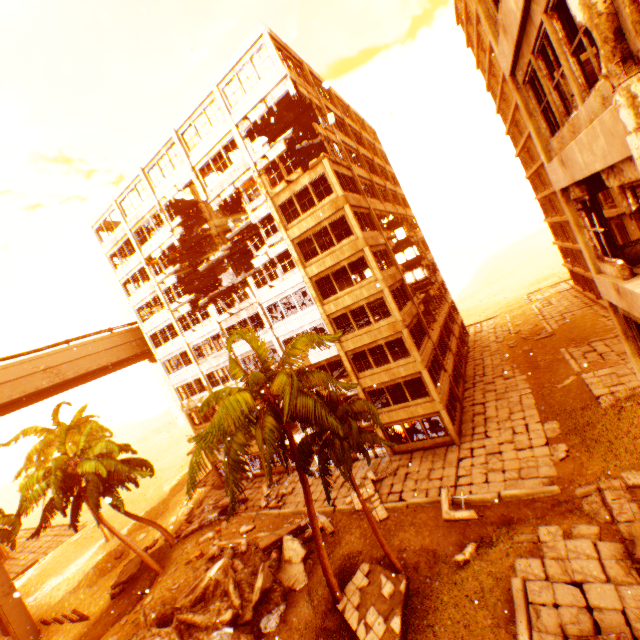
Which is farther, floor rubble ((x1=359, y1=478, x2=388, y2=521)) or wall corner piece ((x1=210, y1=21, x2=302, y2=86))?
wall corner piece ((x1=210, y1=21, x2=302, y2=86))

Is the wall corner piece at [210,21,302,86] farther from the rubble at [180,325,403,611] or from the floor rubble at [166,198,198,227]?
the rubble at [180,325,403,611]

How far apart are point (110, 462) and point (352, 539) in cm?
1879

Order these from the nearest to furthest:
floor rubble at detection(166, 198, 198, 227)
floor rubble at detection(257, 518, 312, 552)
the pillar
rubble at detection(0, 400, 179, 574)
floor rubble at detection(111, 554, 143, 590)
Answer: the pillar
floor rubble at detection(257, 518, 312, 552)
rubble at detection(0, 400, 179, 574)
floor rubble at detection(111, 554, 143, 590)
floor rubble at detection(166, 198, 198, 227)

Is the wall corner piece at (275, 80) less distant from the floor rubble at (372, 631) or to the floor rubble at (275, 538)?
the floor rubble at (275, 538)

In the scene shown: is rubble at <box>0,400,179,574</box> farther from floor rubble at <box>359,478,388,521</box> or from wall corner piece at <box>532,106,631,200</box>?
wall corner piece at <box>532,106,631,200</box>

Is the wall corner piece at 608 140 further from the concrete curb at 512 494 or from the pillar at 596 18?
the concrete curb at 512 494
